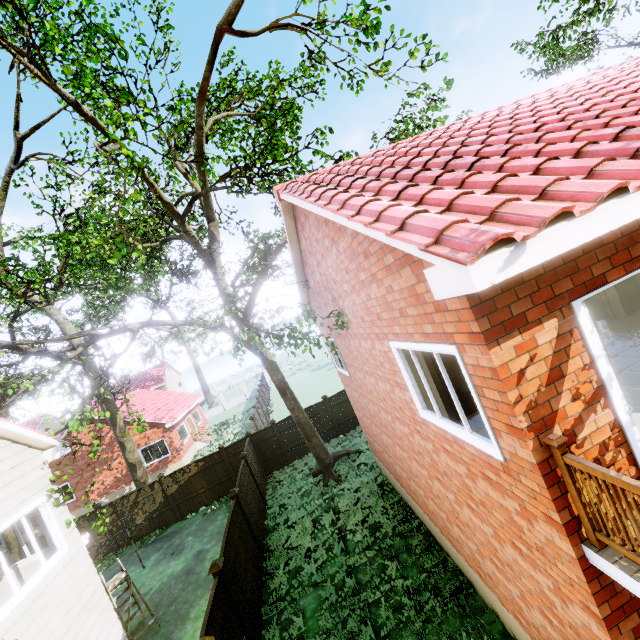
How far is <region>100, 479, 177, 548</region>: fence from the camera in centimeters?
1575cm

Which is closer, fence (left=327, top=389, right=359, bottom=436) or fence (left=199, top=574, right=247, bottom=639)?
fence (left=199, top=574, right=247, bottom=639)

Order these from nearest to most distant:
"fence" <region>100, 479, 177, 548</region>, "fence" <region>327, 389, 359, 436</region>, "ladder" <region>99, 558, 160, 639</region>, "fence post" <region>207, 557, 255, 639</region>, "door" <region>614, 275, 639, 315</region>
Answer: "fence post" <region>207, 557, 255, 639</region> < "door" <region>614, 275, 639, 315</region> < "ladder" <region>99, 558, 160, 639</region> < "fence" <region>100, 479, 177, 548</region> < "fence" <region>327, 389, 359, 436</region>

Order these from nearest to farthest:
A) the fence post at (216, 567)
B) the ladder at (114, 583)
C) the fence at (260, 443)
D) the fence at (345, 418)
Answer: the fence post at (216, 567), the ladder at (114, 583), the fence at (260, 443), the fence at (345, 418)

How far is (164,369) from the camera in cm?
5322

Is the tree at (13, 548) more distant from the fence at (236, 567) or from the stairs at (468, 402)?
the stairs at (468, 402)

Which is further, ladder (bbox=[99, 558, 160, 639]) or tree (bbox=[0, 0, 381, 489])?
ladder (bbox=[99, 558, 160, 639])
